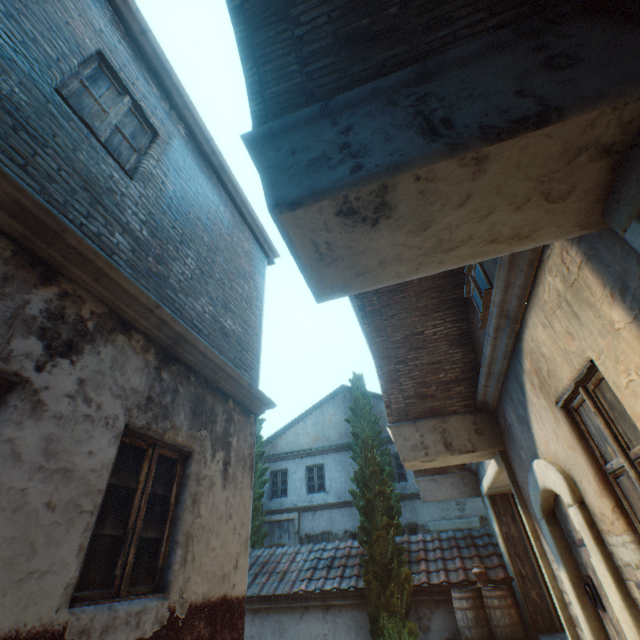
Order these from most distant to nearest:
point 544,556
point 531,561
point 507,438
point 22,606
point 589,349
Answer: point 531,561, point 507,438, point 544,556, point 589,349, point 22,606

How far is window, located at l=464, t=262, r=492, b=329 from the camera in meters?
4.5 m

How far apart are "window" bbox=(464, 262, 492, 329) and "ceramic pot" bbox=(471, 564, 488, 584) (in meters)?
6.91

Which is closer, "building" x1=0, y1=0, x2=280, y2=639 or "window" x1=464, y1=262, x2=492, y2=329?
"building" x1=0, y1=0, x2=280, y2=639

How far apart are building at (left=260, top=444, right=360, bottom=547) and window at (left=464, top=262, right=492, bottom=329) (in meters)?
12.63

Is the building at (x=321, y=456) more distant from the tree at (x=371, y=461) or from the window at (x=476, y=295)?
the window at (x=476, y=295)

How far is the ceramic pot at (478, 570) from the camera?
8.0 meters

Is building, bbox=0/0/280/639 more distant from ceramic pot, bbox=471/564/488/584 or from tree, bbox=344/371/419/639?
ceramic pot, bbox=471/564/488/584
